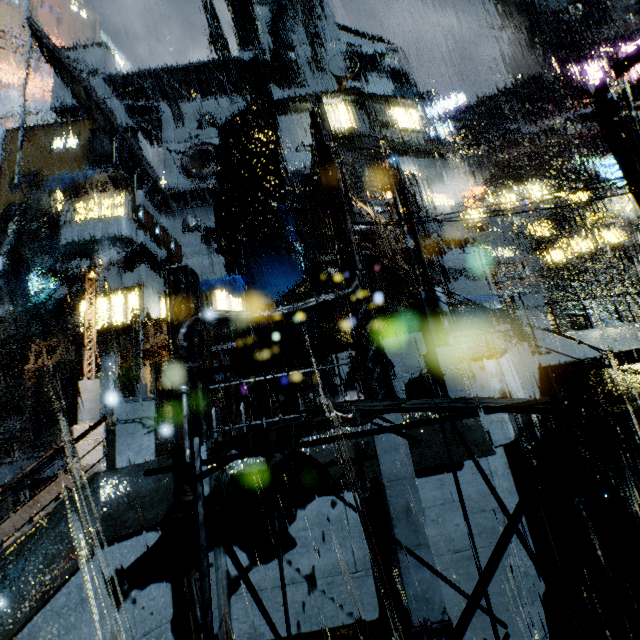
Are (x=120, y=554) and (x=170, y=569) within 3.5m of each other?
yes

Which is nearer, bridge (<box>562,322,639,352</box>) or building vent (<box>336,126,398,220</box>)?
bridge (<box>562,322,639,352</box>)

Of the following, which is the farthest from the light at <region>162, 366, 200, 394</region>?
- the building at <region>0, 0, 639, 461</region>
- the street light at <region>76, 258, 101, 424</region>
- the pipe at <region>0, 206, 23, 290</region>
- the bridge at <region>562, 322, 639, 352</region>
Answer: the pipe at <region>0, 206, 23, 290</region>

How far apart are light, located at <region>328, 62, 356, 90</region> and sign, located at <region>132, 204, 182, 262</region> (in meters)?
23.96

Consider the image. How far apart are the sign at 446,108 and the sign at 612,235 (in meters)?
15.19

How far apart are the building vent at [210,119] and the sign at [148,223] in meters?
14.7 m

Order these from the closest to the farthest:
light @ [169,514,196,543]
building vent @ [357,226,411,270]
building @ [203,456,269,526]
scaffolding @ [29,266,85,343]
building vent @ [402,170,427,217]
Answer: light @ [169,514,196,543]
building @ [203,456,269,526]
building vent @ [357,226,411,270]
building vent @ [402,170,427,217]
scaffolding @ [29,266,85,343]

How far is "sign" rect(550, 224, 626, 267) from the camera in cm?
2762
